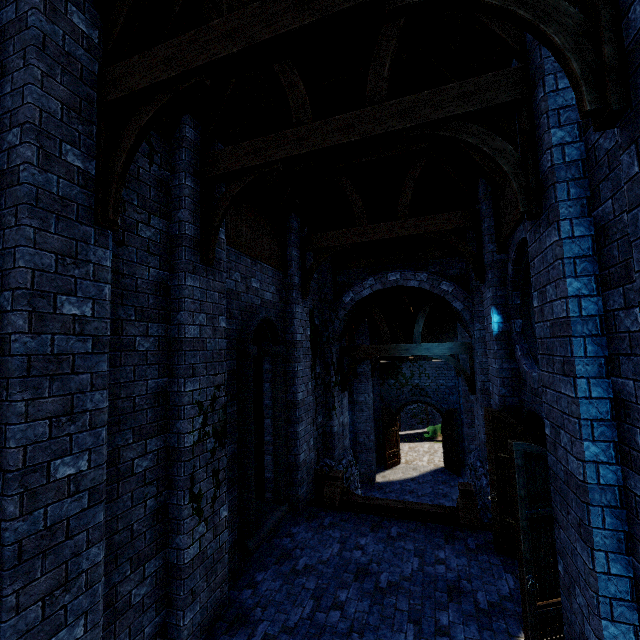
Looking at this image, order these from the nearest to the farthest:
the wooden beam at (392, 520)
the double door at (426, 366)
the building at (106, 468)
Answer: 1. the building at (106, 468)
2. the wooden beam at (392, 520)
3. the double door at (426, 366)

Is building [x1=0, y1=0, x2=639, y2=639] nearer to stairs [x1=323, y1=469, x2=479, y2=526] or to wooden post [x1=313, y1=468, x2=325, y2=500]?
wooden post [x1=313, y1=468, x2=325, y2=500]

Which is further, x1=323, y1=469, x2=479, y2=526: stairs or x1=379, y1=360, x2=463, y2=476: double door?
x1=379, y1=360, x2=463, y2=476: double door

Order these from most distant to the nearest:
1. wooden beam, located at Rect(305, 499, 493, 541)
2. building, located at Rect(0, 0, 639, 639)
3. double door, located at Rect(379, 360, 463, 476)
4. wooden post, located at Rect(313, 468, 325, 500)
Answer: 1. double door, located at Rect(379, 360, 463, 476)
2. wooden post, located at Rect(313, 468, 325, 500)
3. wooden beam, located at Rect(305, 499, 493, 541)
4. building, located at Rect(0, 0, 639, 639)

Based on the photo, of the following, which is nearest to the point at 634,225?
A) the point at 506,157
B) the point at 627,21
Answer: the point at 627,21

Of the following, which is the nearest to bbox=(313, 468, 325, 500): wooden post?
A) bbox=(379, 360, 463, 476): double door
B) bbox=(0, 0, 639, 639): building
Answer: bbox=(0, 0, 639, 639): building

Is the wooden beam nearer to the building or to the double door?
the building

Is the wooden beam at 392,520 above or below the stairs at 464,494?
below
